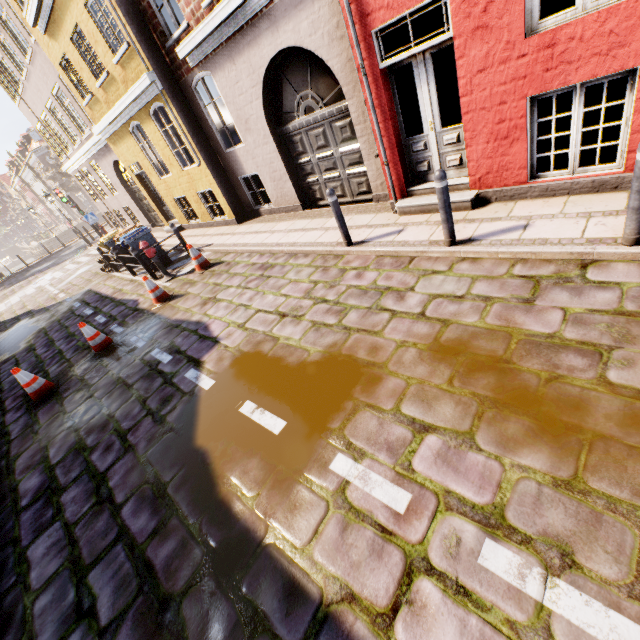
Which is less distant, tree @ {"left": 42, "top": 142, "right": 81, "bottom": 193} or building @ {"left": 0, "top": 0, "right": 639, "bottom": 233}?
building @ {"left": 0, "top": 0, "right": 639, "bottom": 233}

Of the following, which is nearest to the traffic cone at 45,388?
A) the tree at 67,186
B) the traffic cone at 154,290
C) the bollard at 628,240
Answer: the traffic cone at 154,290

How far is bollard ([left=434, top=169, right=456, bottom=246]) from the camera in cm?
428

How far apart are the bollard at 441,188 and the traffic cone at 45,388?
7.8 meters

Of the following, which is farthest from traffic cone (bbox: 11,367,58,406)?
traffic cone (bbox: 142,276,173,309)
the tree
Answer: the tree

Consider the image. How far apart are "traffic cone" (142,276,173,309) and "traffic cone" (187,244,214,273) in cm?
87

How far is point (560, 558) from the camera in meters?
2.0 m

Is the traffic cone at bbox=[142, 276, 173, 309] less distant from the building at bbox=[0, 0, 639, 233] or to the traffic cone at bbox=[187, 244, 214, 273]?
the traffic cone at bbox=[187, 244, 214, 273]
